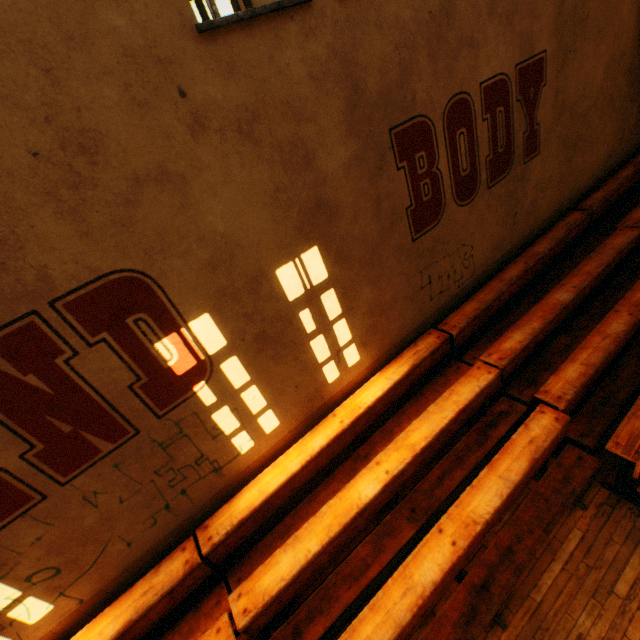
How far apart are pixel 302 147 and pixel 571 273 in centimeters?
483cm
